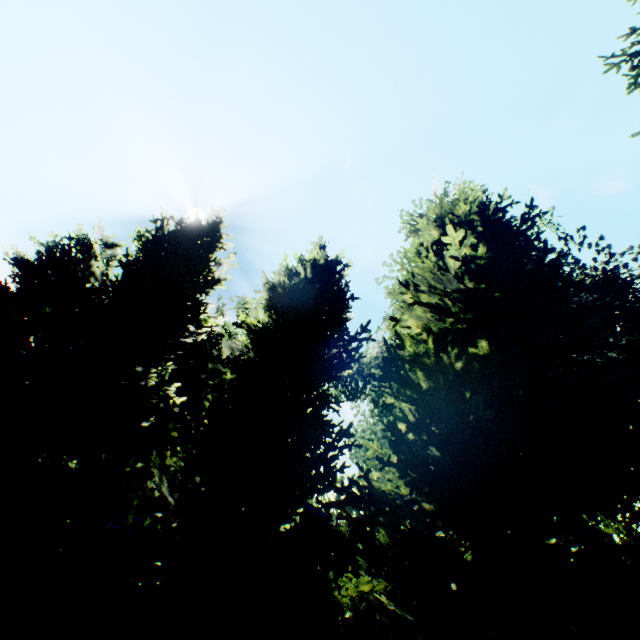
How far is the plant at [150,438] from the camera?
23.42m

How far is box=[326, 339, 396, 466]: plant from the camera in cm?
1952

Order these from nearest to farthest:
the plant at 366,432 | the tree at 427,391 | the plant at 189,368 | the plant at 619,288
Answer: Result:
1. the tree at 427,391
2. the plant at 619,288
3. the plant at 366,432
4. the plant at 189,368

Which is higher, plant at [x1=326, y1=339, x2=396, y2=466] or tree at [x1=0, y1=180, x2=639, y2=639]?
plant at [x1=326, y1=339, x2=396, y2=466]

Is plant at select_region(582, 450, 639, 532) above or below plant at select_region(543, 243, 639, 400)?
below

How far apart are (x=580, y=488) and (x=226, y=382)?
7.5 meters
